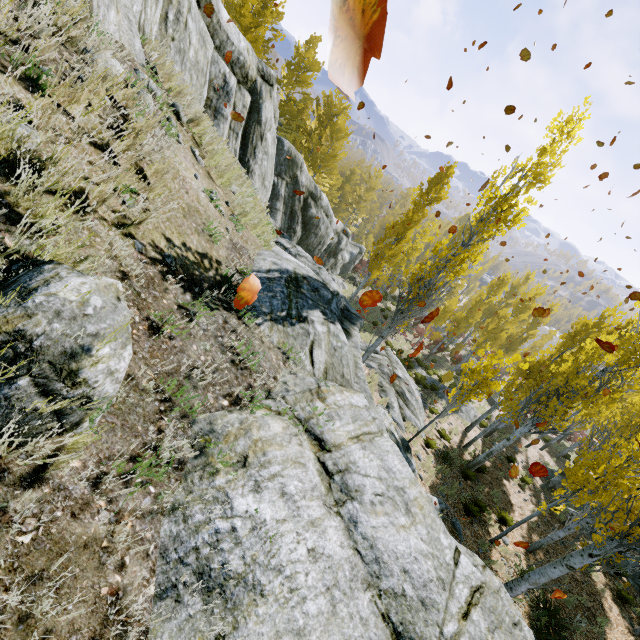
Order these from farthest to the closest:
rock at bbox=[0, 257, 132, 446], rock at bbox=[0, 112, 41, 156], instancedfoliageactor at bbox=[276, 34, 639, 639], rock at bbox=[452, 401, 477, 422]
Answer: rock at bbox=[452, 401, 477, 422] → instancedfoliageactor at bbox=[276, 34, 639, 639] → rock at bbox=[0, 112, 41, 156] → rock at bbox=[0, 257, 132, 446]

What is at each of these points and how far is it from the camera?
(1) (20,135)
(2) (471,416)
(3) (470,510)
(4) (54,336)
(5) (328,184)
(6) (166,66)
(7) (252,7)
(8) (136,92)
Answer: (1) rock, 2.2 meters
(2) rock, 22.5 meters
(3) instancedfoliageactor, 11.2 meters
(4) rock, 1.6 meters
(5) instancedfoliageactor, 35.9 meters
(6) rock, 5.8 meters
(7) instancedfoliageactor, 17.3 meters
(8) rock, 3.7 meters

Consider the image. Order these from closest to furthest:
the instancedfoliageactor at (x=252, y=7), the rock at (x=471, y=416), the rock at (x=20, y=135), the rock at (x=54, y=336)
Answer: the rock at (x=54, y=336), the rock at (x=20, y=135), the instancedfoliageactor at (x=252, y=7), the rock at (x=471, y=416)

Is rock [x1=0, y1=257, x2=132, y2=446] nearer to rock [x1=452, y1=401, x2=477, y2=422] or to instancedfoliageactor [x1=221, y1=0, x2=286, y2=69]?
instancedfoliageactor [x1=221, y1=0, x2=286, y2=69]

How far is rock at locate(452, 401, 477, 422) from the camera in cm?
2188

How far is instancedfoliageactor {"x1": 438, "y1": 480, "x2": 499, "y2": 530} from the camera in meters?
11.1

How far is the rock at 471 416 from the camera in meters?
21.9

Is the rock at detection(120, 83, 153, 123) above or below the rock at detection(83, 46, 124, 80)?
below
